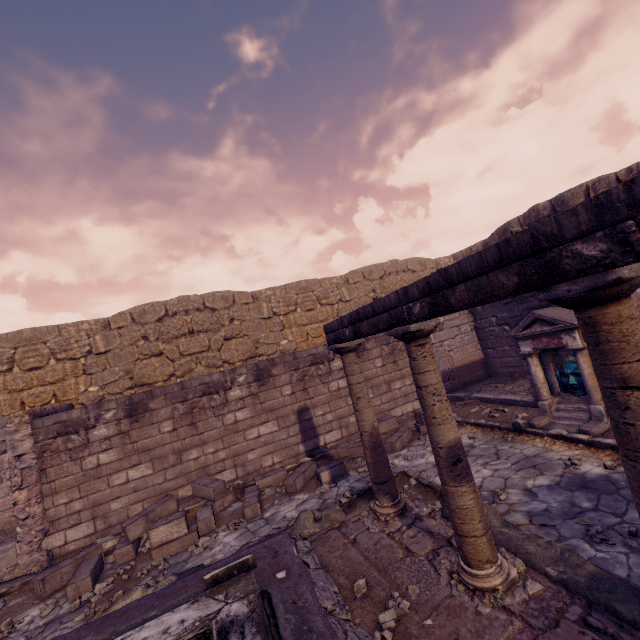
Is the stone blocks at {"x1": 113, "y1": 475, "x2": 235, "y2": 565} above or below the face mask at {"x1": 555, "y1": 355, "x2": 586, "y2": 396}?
below

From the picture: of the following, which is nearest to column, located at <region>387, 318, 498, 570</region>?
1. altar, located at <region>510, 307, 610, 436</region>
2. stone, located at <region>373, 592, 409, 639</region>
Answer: stone, located at <region>373, 592, 409, 639</region>

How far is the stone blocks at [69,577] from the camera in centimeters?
462cm

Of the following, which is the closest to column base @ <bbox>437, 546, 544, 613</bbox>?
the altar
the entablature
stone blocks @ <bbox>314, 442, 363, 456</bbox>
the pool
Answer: the pool

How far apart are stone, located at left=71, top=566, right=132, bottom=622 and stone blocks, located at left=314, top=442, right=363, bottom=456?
4.1 meters

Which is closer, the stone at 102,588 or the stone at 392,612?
the stone at 392,612

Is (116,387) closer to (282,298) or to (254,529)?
(282,298)

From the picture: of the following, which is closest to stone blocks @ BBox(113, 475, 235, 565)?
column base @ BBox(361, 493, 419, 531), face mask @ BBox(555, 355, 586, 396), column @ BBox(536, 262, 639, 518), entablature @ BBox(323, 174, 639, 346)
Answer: column base @ BBox(361, 493, 419, 531)
